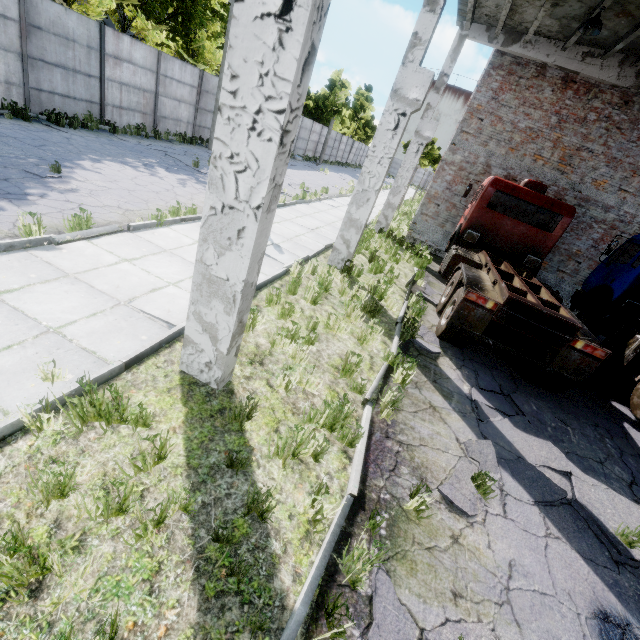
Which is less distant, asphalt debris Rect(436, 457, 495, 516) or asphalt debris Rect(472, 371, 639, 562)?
asphalt debris Rect(436, 457, 495, 516)

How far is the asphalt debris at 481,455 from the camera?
4.4m

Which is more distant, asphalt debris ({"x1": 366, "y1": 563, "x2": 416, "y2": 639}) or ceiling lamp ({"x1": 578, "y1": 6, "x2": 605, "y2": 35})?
ceiling lamp ({"x1": 578, "y1": 6, "x2": 605, "y2": 35})

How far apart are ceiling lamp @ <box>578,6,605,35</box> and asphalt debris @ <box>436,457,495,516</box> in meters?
10.9 m

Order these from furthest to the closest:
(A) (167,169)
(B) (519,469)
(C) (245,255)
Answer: (A) (167,169), (B) (519,469), (C) (245,255)

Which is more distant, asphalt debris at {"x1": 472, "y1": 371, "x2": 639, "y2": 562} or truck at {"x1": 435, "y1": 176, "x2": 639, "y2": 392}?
truck at {"x1": 435, "y1": 176, "x2": 639, "y2": 392}

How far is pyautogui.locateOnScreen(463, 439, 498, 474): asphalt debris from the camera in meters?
4.4

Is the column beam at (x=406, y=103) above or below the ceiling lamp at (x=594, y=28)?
below
